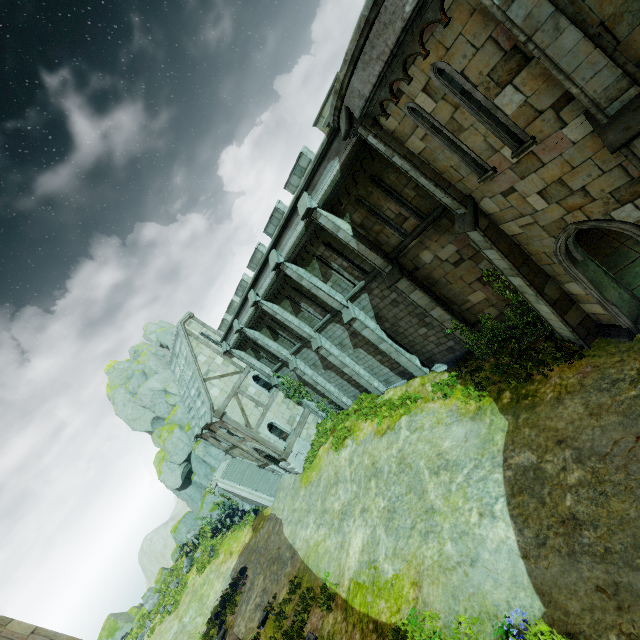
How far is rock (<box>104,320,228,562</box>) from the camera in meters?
33.5

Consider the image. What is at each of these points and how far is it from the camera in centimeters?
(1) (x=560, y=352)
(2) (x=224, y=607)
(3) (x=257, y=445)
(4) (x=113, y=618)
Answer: (1) plant, 1036cm
(2) plant, 2034cm
(3) building, 2353cm
(4) rock, 3928cm

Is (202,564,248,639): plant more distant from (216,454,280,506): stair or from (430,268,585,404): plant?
(430,268,585,404): plant

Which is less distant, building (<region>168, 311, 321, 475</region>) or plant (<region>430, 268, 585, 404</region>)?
plant (<region>430, 268, 585, 404</region>)

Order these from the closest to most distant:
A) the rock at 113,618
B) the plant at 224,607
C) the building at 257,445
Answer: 1. the plant at 224,607
2. the building at 257,445
3. the rock at 113,618

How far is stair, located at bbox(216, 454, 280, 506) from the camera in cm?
2541

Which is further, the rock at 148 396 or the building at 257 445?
the rock at 148 396

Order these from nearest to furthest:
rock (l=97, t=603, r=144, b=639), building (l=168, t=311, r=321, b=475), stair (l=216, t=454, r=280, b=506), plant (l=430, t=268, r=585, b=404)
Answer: plant (l=430, t=268, r=585, b=404)
building (l=168, t=311, r=321, b=475)
stair (l=216, t=454, r=280, b=506)
rock (l=97, t=603, r=144, b=639)
